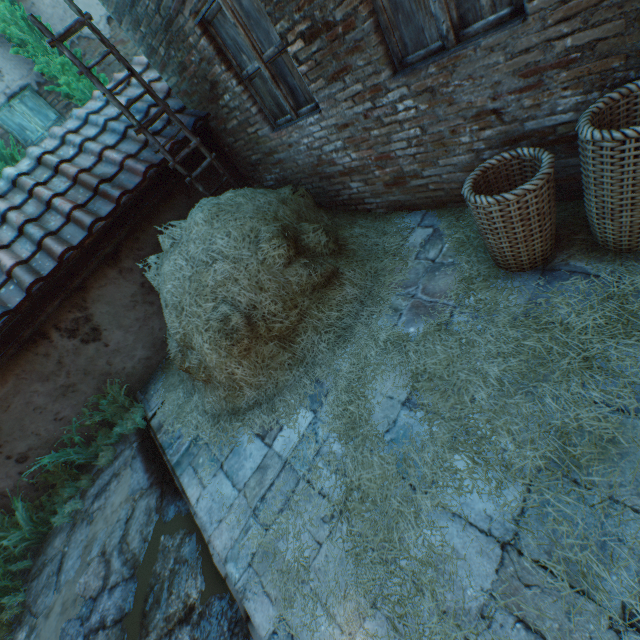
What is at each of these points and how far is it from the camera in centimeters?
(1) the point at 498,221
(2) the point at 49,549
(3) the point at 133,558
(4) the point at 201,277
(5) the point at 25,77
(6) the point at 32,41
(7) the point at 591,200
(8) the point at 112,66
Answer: (1) wicker basket, 221cm
(2) ground stones, 417cm
(3) ground stones, 325cm
(4) straw pile, 337cm
(5) building, 645cm
(6) tree, 586cm
(7) wicker basket, 204cm
(8) building, 725cm

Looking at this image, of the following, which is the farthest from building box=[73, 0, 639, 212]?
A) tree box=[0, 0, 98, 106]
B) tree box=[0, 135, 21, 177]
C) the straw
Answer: tree box=[0, 135, 21, 177]

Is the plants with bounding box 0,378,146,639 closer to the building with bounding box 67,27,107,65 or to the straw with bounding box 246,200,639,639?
the straw with bounding box 246,200,639,639

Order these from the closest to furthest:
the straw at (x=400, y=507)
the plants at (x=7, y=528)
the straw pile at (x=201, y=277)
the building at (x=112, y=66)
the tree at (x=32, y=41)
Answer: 1. the straw at (x=400, y=507)
2. the straw pile at (x=201, y=277)
3. the plants at (x=7, y=528)
4. the tree at (x=32, y=41)
5. the building at (x=112, y=66)

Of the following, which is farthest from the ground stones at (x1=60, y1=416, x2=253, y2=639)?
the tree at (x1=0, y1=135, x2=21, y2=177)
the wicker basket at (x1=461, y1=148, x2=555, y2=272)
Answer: the tree at (x1=0, y1=135, x2=21, y2=177)

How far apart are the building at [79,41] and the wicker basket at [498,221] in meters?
8.6 m

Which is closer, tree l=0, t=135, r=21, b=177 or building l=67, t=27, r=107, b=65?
tree l=0, t=135, r=21, b=177

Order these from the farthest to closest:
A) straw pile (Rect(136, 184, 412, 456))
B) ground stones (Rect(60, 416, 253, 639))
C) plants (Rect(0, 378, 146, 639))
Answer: plants (Rect(0, 378, 146, 639)) < straw pile (Rect(136, 184, 412, 456)) < ground stones (Rect(60, 416, 253, 639))
